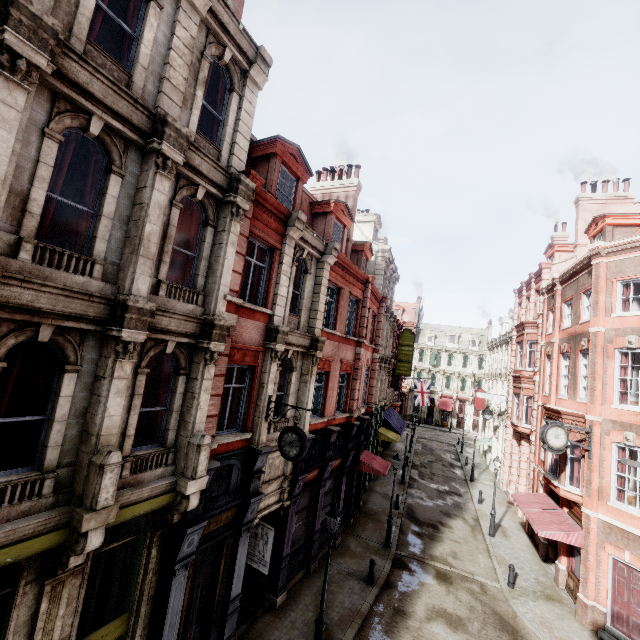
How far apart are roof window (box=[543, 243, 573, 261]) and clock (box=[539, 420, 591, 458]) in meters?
15.3 m

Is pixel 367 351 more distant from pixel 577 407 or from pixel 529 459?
pixel 529 459

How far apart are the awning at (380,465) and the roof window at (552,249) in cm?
1967

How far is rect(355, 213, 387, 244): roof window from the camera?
25.19m

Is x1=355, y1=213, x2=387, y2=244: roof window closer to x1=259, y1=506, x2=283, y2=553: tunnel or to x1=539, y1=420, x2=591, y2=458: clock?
x1=539, y1=420, x2=591, y2=458: clock

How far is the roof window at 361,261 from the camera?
20.31m

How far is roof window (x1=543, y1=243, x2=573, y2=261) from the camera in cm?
2505

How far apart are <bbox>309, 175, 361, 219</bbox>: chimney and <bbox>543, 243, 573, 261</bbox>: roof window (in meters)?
16.86
